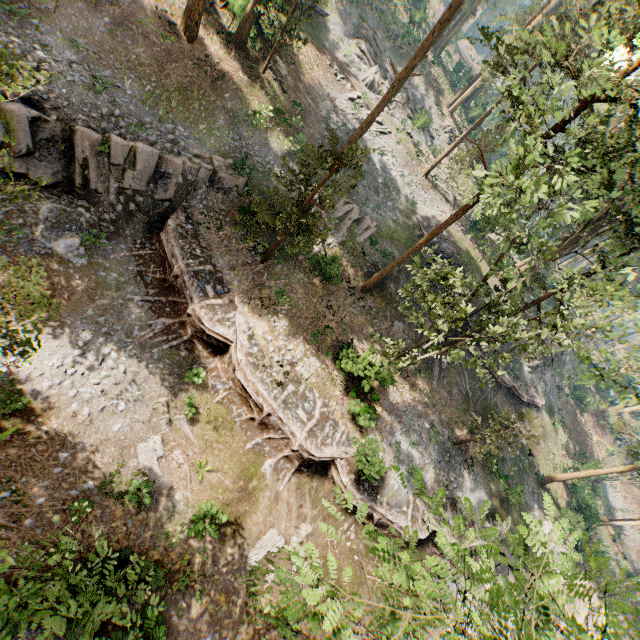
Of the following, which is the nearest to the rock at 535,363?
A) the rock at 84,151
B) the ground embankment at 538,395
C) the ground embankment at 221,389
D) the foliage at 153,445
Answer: the ground embankment at 538,395

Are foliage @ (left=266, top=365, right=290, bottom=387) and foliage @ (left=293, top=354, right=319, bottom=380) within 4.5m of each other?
yes

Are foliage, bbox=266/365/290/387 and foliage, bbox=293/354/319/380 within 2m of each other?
yes

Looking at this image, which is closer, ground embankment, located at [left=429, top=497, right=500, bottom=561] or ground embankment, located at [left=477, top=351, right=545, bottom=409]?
ground embankment, located at [left=429, top=497, right=500, bottom=561]

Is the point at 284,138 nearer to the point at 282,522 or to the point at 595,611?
the point at 282,522

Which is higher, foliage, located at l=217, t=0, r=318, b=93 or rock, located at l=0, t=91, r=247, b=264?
foliage, located at l=217, t=0, r=318, b=93

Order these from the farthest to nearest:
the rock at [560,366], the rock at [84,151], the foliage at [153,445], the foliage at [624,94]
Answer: the rock at [560,366], the rock at [84,151], the foliage at [153,445], the foliage at [624,94]

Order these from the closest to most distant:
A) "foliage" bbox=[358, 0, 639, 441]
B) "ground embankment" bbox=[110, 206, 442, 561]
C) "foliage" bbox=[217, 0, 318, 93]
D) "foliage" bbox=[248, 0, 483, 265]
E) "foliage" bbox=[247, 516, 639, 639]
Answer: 1. "foliage" bbox=[247, 516, 639, 639]
2. "foliage" bbox=[358, 0, 639, 441]
3. "foliage" bbox=[248, 0, 483, 265]
4. "ground embankment" bbox=[110, 206, 442, 561]
5. "foliage" bbox=[217, 0, 318, 93]
